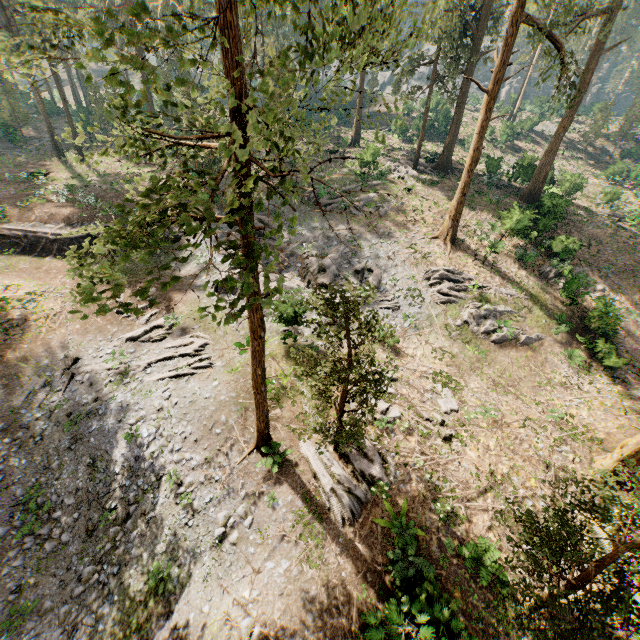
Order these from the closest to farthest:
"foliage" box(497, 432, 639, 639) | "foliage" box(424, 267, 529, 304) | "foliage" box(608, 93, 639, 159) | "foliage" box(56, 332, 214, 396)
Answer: "foliage" box(497, 432, 639, 639)
"foliage" box(56, 332, 214, 396)
"foliage" box(424, 267, 529, 304)
"foliage" box(608, 93, 639, 159)

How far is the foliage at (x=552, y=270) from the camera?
22.82m

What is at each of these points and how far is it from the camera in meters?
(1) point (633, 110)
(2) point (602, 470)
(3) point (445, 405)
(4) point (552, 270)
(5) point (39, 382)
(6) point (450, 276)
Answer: (1) foliage, 48.2
(2) foliage, 8.4
(3) foliage, 17.2
(4) foliage, 25.0
(5) foliage, 17.9
(6) foliage, 23.5

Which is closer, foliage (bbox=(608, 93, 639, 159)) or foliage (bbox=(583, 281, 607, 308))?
foliage (bbox=(583, 281, 607, 308))

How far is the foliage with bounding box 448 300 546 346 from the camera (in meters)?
21.25

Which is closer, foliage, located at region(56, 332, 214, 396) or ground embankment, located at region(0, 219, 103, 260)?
foliage, located at region(56, 332, 214, 396)
